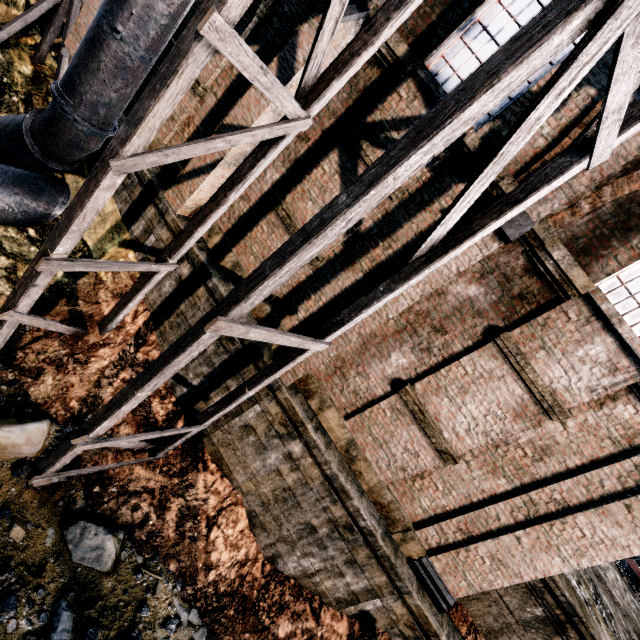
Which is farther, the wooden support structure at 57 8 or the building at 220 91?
the wooden support structure at 57 8

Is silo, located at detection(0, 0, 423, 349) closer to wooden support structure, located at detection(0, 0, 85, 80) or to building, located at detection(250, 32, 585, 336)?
building, located at detection(250, 32, 585, 336)

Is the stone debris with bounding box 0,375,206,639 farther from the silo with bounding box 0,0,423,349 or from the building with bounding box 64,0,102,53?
the building with bounding box 64,0,102,53

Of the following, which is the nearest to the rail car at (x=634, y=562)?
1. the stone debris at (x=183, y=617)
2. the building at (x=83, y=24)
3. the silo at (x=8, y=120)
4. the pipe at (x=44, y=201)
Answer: the building at (x=83, y=24)

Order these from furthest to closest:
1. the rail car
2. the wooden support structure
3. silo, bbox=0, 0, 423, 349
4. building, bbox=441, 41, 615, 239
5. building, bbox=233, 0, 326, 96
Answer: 1. the rail car
2. the wooden support structure
3. building, bbox=233, 0, 326, 96
4. building, bbox=441, 41, 615, 239
5. silo, bbox=0, 0, 423, 349

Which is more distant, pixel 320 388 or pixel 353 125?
pixel 320 388

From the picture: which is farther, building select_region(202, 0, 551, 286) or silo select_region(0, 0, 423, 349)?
building select_region(202, 0, 551, 286)

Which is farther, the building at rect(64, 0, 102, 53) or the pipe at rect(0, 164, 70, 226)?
the building at rect(64, 0, 102, 53)
